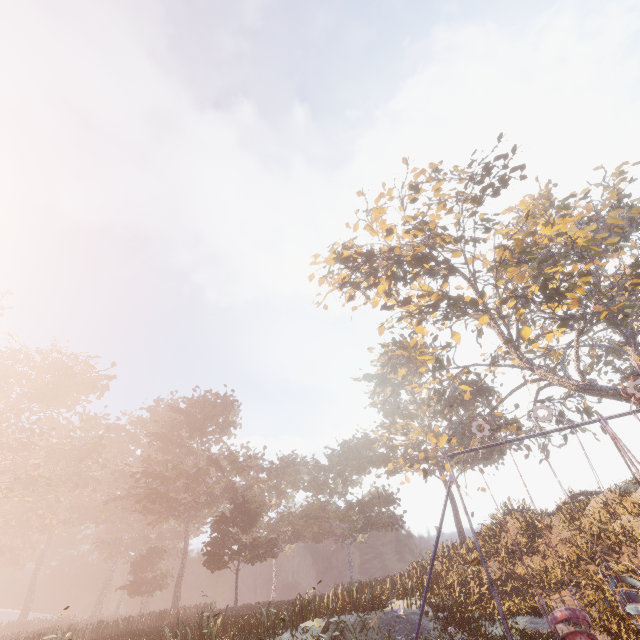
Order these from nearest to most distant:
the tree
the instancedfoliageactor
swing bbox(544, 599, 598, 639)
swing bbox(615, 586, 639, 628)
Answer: swing bbox(544, 599, 598, 639) < swing bbox(615, 586, 639, 628) < the instancedfoliageactor < the tree

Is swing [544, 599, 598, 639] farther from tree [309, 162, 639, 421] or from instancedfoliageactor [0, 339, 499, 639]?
instancedfoliageactor [0, 339, 499, 639]

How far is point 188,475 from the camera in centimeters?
4078cm

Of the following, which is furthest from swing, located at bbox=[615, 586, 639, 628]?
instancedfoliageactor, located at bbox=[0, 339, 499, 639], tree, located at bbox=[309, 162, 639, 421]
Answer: instancedfoliageactor, located at bbox=[0, 339, 499, 639]

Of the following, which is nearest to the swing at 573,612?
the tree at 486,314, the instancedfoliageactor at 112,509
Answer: the tree at 486,314

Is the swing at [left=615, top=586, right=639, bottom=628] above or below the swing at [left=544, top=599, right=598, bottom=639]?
below

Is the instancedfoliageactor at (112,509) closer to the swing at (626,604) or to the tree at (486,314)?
the swing at (626,604)
